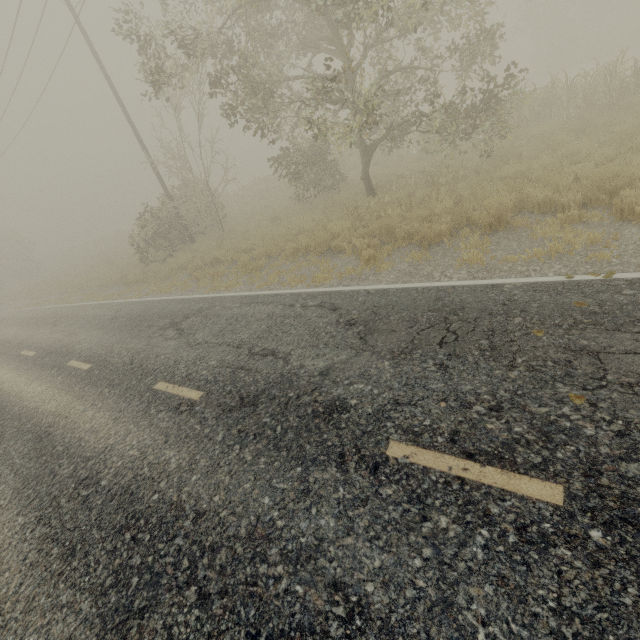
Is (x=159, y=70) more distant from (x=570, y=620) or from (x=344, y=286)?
(x=570, y=620)
